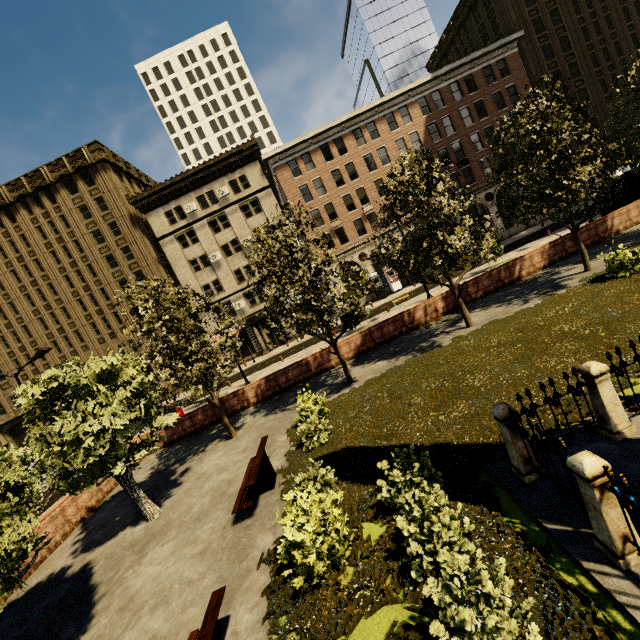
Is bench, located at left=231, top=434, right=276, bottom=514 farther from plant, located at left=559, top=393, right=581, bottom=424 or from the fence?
the fence

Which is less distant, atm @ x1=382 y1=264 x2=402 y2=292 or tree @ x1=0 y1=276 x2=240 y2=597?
tree @ x1=0 y1=276 x2=240 y2=597

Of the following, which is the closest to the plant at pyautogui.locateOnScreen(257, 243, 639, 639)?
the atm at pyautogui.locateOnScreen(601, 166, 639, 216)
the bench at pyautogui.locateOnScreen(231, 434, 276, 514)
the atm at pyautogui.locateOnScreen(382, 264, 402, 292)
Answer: the bench at pyautogui.locateOnScreen(231, 434, 276, 514)

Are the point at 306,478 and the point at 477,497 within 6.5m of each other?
yes

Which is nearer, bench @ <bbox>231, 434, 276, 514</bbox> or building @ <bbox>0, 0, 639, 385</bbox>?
bench @ <bbox>231, 434, 276, 514</bbox>

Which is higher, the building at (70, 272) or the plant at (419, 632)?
the building at (70, 272)

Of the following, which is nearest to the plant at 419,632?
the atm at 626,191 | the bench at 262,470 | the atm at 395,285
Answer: the bench at 262,470

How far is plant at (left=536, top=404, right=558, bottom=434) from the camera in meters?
6.4 m
